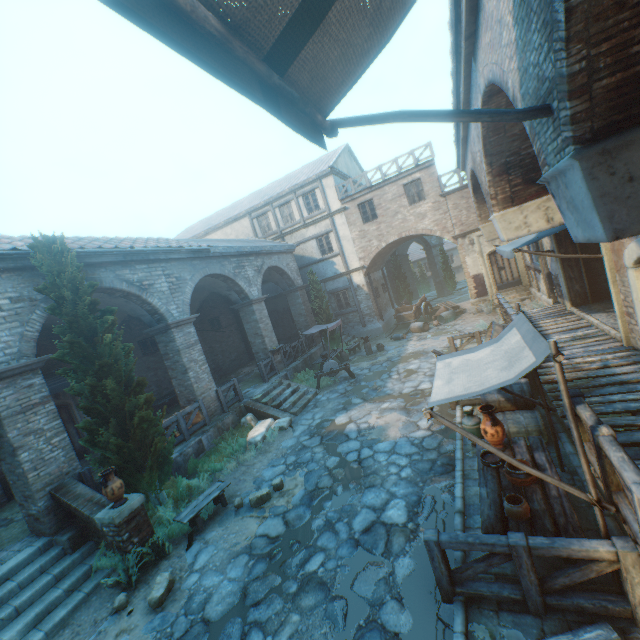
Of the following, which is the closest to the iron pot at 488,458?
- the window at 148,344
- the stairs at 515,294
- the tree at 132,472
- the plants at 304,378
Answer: the tree at 132,472

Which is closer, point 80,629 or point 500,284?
point 80,629

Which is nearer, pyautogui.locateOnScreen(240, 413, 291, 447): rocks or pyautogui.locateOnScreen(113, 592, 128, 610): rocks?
pyautogui.locateOnScreen(113, 592, 128, 610): rocks

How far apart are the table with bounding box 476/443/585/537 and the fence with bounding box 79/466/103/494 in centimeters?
885cm

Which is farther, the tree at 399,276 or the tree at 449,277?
the tree at 449,277

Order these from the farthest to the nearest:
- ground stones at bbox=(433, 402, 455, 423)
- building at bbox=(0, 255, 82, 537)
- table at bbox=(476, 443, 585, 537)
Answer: ground stones at bbox=(433, 402, 455, 423)
building at bbox=(0, 255, 82, 537)
table at bbox=(476, 443, 585, 537)

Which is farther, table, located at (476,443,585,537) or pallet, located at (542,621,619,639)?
table, located at (476,443,585,537)

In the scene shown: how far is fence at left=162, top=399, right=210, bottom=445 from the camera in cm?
1041
